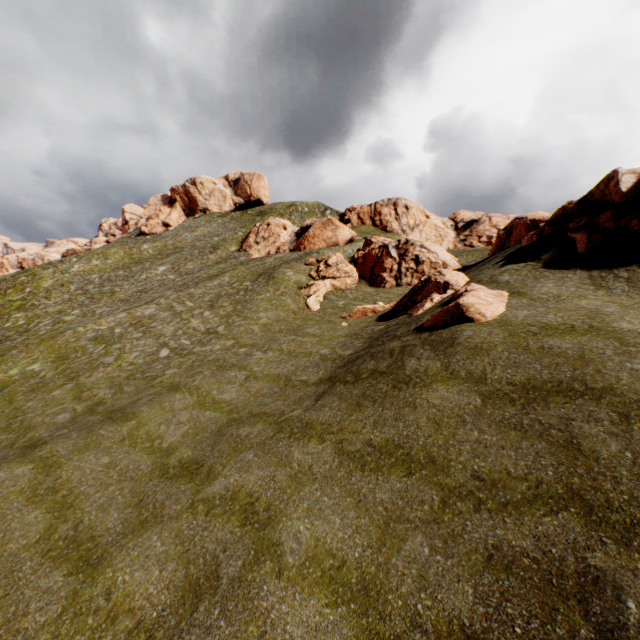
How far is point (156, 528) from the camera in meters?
8.7 m

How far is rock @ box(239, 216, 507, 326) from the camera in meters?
14.2 m

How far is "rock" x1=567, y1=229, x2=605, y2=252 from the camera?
15.84m

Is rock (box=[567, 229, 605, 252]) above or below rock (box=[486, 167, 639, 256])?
below

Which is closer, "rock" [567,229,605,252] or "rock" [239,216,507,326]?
"rock" [239,216,507,326]

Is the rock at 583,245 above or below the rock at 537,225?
below

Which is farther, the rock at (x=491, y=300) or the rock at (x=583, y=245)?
the rock at (x=583, y=245)
